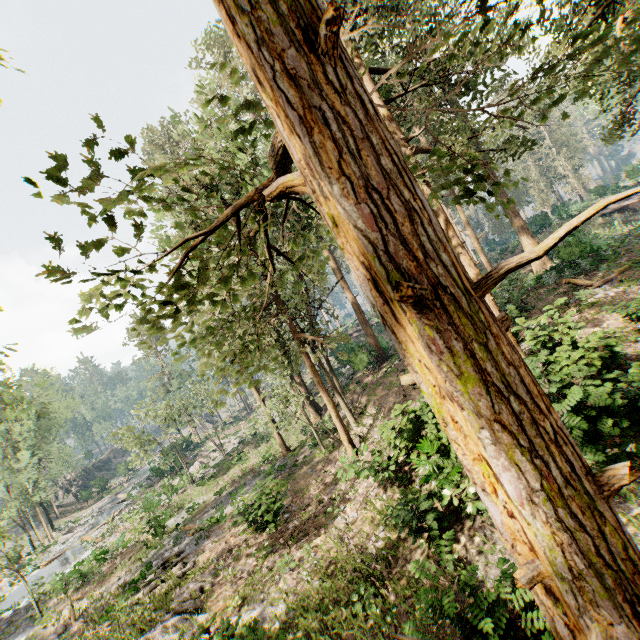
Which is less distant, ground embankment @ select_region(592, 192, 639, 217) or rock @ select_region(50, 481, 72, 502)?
ground embankment @ select_region(592, 192, 639, 217)

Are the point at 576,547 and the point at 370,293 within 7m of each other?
yes

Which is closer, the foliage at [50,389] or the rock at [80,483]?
the foliage at [50,389]

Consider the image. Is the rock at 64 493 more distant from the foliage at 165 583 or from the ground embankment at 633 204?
the ground embankment at 633 204

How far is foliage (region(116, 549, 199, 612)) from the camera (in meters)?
14.70

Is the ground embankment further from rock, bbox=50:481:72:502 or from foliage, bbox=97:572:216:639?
rock, bbox=50:481:72:502

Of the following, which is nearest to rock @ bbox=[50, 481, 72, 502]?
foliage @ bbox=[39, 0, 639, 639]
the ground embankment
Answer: foliage @ bbox=[39, 0, 639, 639]
